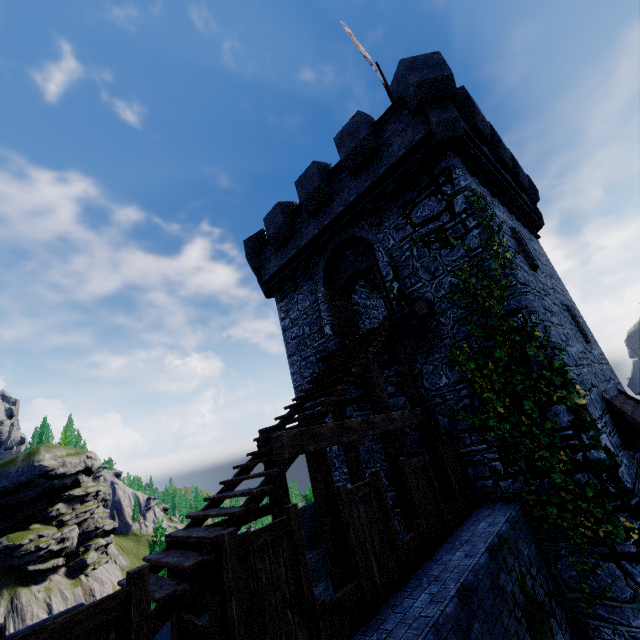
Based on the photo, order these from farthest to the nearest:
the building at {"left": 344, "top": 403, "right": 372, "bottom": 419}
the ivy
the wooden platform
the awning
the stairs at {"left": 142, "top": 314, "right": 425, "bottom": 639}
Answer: the building at {"left": 344, "top": 403, "right": 372, "bottom": 419} → the wooden platform → the awning → the ivy → the stairs at {"left": 142, "top": 314, "right": 425, "bottom": 639}

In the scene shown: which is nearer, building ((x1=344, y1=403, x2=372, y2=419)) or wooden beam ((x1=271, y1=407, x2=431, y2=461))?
wooden beam ((x1=271, y1=407, x2=431, y2=461))

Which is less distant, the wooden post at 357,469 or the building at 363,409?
the wooden post at 357,469

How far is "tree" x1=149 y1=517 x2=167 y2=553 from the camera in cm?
1448

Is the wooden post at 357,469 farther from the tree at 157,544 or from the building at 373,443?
the tree at 157,544

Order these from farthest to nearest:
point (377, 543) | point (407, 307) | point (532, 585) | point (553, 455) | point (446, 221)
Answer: point (407, 307) → point (446, 221) → point (553, 455) → point (532, 585) → point (377, 543)

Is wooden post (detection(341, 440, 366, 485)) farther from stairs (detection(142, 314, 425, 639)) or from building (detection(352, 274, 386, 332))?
building (detection(352, 274, 386, 332))

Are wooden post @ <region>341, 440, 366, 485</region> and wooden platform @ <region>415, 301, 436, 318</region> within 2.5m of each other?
no
